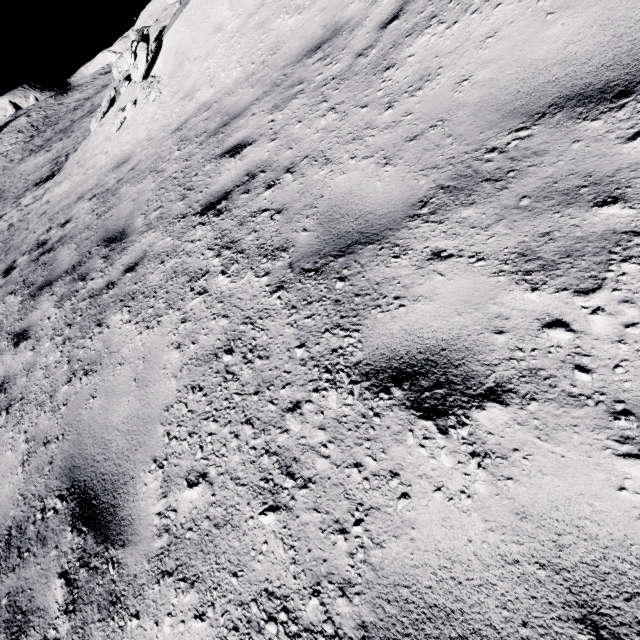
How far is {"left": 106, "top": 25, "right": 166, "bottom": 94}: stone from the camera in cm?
842

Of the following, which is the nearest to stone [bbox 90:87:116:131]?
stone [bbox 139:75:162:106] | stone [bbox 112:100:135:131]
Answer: stone [bbox 112:100:135:131]

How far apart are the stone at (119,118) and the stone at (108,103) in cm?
Result: 432

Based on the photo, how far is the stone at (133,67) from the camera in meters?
8.4

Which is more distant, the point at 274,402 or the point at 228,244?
the point at 228,244

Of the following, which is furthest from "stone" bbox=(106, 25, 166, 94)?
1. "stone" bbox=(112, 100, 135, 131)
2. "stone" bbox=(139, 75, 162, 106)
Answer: "stone" bbox=(139, 75, 162, 106)

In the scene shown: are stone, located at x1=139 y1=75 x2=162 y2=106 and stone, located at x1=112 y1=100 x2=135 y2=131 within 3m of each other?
yes

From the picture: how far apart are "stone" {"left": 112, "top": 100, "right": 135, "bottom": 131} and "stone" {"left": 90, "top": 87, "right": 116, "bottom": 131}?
4.32m
